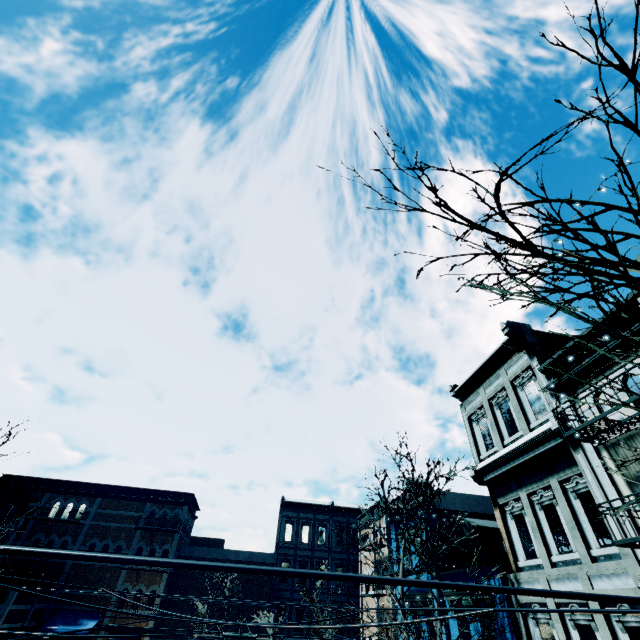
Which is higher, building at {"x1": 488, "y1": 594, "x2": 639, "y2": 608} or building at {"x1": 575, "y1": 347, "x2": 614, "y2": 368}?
building at {"x1": 575, "y1": 347, "x2": 614, "y2": 368}

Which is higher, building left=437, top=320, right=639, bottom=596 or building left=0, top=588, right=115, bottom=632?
building left=437, top=320, right=639, bottom=596

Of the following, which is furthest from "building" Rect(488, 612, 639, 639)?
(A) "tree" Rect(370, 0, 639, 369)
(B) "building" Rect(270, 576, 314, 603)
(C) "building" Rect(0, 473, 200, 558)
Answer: (C) "building" Rect(0, 473, 200, 558)

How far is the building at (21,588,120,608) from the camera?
21.9 meters

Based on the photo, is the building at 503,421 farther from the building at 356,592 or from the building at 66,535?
the building at 66,535

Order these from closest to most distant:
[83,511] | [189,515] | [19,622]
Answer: [19,622]
[83,511]
[189,515]

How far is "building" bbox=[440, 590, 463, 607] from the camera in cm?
1381

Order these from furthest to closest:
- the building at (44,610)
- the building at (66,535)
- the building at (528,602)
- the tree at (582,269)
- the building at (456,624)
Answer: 1. the building at (66,535)
2. the building at (44,610)
3. the building at (456,624)
4. the building at (528,602)
5. the tree at (582,269)
